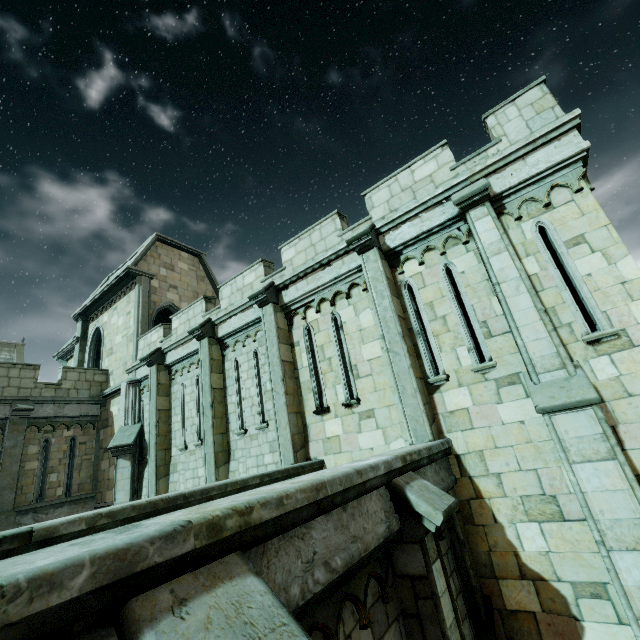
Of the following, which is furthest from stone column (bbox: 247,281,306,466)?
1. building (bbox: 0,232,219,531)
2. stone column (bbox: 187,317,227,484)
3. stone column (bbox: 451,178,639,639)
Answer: stone column (bbox: 451,178,639,639)

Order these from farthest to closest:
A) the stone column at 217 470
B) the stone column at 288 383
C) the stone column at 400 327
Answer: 1. the stone column at 217 470
2. the stone column at 288 383
3. the stone column at 400 327

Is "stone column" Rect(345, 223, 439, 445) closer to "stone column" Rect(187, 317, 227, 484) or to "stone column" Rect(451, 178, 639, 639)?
"stone column" Rect(451, 178, 639, 639)

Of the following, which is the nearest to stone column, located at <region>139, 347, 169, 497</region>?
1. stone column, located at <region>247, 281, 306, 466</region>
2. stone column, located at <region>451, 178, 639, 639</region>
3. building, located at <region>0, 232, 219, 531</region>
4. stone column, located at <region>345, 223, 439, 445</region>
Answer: building, located at <region>0, 232, 219, 531</region>

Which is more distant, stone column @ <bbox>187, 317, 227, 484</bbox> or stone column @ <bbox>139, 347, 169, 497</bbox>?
stone column @ <bbox>139, 347, 169, 497</bbox>

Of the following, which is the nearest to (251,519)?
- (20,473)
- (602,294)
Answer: (602,294)

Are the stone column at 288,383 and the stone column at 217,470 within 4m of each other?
yes

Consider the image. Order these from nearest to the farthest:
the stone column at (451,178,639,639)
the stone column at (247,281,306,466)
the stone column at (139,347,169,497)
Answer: the stone column at (451,178,639,639), the stone column at (247,281,306,466), the stone column at (139,347,169,497)
